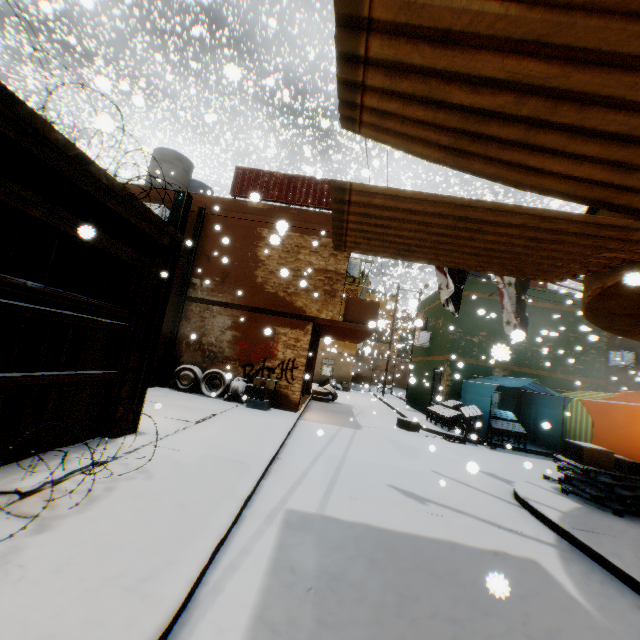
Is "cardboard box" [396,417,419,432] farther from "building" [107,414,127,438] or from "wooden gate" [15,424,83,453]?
"wooden gate" [15,424,83,453]

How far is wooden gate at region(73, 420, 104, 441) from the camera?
4.62m

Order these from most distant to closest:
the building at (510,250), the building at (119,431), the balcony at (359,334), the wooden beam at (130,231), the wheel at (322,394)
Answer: the wheel at (322,394)
the balcony at (359,334)
the building at (119,431)
the wooden beam at (130,231)
the building at (510,250)

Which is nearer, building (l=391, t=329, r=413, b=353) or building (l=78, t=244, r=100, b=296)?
building (l=78, t=244, r=100, b=296)

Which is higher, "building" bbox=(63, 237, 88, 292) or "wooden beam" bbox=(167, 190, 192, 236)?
"wooden beam" bbox=(167, 190, 192, 236)

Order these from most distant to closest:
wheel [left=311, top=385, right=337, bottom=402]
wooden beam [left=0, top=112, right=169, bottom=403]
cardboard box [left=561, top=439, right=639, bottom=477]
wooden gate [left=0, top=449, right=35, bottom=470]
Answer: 1. wheel [left=311, top=385, right=337, bottom=402]
2. cardboard box [left=561, top=439, right=639, bottom=477]
3. wooden gate [left=0, top=449, right=35, bottom=470]
4. wooden beam [left=0, top=112, right=169, bottom=403]

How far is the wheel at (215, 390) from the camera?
10.7m

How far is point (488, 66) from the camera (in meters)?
1.67
